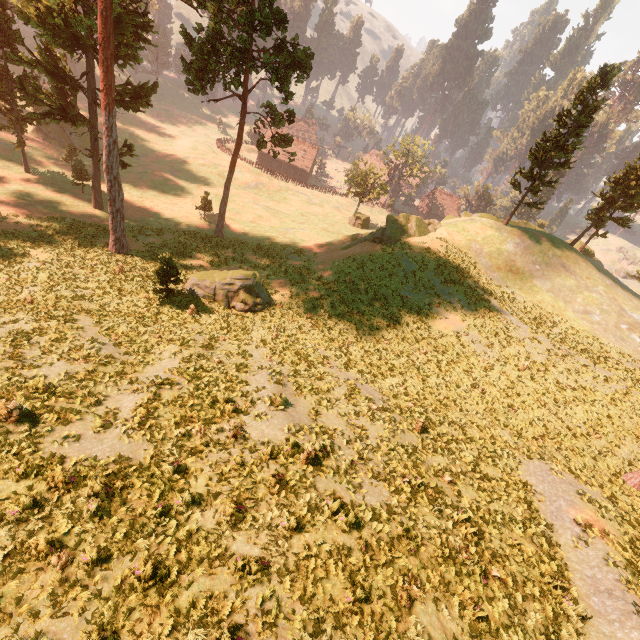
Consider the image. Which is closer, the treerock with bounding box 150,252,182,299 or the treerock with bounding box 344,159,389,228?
the treerock with bounding box 150,252,182,299

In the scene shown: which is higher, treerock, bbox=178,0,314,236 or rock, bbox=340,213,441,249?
treerock, bbox=178,0,314,236

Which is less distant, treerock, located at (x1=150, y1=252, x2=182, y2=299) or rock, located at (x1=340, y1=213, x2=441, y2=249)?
treerock, located at (x1=150, y1=252, x2=182, y2=299)

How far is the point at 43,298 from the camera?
18.5 meters

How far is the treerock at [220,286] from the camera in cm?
2377

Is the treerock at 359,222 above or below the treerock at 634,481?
below

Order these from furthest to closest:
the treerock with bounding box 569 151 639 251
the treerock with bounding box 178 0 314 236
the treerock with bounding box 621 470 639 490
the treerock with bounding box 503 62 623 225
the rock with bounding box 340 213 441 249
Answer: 1. the treerock with bounding box 569 151 639 251
2. the rock with bounding box 340 213 441 249
3. the treerock with bounding box 503 62 623 225
4. the treerock with bounding box 178 0 314 236
5. the treerock with bounding box 621 470 639 490
